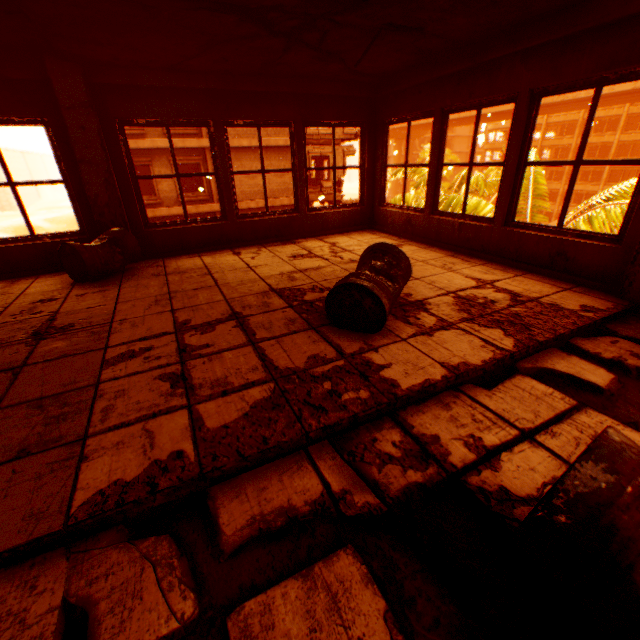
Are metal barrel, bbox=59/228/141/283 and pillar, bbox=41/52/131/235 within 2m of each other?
yes

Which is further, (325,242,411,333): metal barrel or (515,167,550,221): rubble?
(515,167,550,221): rubble

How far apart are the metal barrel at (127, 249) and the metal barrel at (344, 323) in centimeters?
333cm

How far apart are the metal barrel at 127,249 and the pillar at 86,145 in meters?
0.2

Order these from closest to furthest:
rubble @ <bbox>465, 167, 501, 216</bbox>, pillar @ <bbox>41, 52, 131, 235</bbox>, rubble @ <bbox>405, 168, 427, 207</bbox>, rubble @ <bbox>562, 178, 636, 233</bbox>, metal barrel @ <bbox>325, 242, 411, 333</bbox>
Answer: metal barrel @ <bbox>325, 242, 411, 333</bbox>
pillar @ <bbox>41, 52, 131, 235</bbox>
rubble @ <bbox>562, 178, 636, 233</bbox>
rubble @ <bbox>465, 167, 501, 216</bbox>
rubble @ <bbox>405, 168, 427, 207</bbox>

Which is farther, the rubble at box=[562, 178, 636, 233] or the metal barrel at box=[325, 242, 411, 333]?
the rubble at box=[562, 178, 636, 233]

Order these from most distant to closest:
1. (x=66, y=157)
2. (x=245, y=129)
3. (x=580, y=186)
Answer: (x=580, y=186) → (x=245, y=129) → (x=66, y=157)

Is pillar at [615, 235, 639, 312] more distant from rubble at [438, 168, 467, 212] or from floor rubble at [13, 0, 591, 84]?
rubble at [438, 168, 467, 212]
